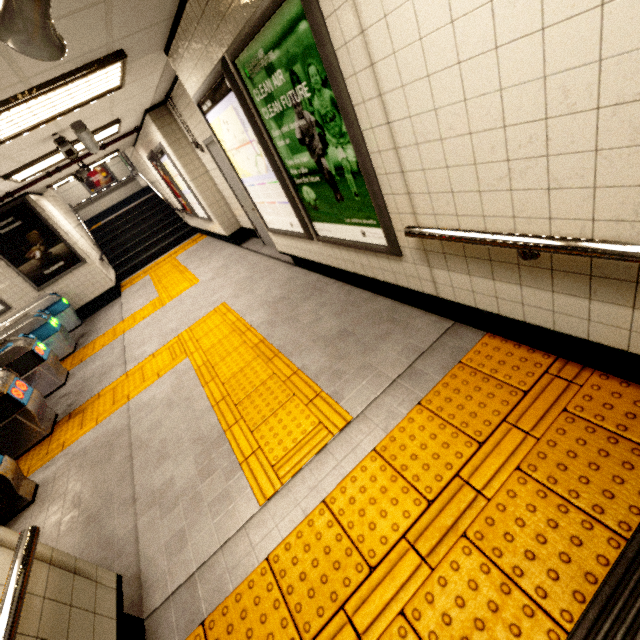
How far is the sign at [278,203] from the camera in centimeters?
299cm

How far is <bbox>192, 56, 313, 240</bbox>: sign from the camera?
3.0m

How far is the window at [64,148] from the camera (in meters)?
4.34

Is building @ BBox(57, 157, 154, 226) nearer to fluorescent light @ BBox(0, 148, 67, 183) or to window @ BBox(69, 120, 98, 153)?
fluorescent light @ BBox(0, 148, 67, 183)

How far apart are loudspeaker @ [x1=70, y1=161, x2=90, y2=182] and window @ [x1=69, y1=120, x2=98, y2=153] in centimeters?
324cm

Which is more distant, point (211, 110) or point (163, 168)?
point (163, 168)

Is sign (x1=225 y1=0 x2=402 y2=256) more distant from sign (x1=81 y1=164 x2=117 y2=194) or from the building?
sign (x1=81 y1=164 x2=117 y2=194)

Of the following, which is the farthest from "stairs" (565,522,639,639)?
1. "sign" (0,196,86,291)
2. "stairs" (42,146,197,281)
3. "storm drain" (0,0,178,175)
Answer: "stairs" (42,146,197,281)
